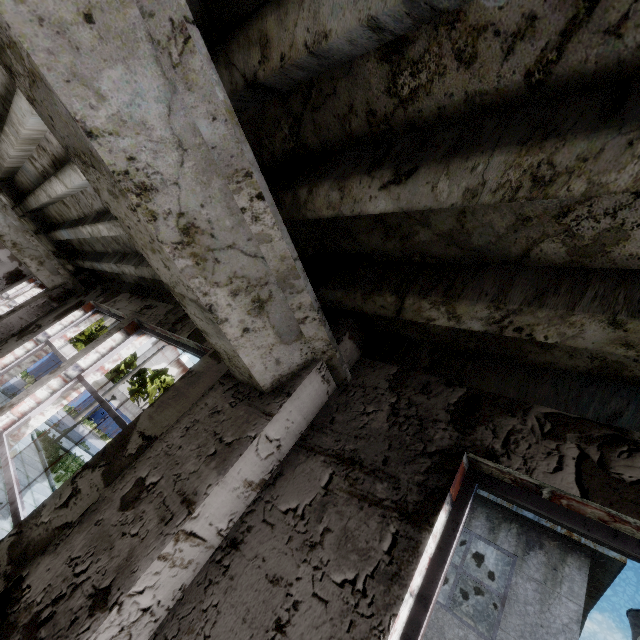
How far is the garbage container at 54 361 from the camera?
25.8 meters

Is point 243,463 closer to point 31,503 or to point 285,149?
point 285,149

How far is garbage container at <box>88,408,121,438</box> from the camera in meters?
30.0

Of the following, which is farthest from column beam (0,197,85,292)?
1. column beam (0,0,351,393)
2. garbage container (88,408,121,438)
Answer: garbage container (88,408,121,438)

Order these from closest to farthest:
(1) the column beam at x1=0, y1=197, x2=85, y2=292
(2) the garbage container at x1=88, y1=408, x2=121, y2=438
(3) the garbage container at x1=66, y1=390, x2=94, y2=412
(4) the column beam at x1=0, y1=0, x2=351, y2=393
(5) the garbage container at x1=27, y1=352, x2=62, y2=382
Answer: (4) the column beam at x1=0, y1=0, x2=351, y2=393, (1) the column beam at x1=0, y1=197, x2=85, y2=292, (5) the garbage container at x1=27, y1=352, x2=62, y2=382, (3) the garbage container at x1=66, y1=390, x2=94, y2=412, (2) the garbage container at x1=88, y1=408, x2=121, y2=438

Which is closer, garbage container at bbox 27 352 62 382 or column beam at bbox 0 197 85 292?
column beam at bbox 0 197 85 292
